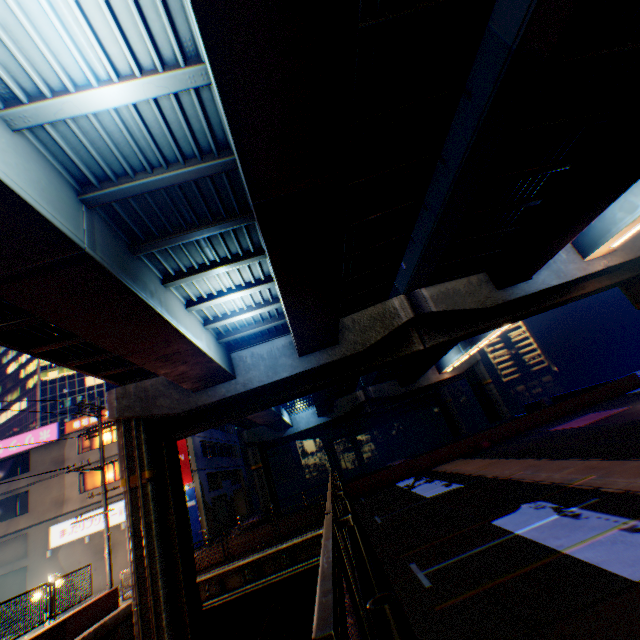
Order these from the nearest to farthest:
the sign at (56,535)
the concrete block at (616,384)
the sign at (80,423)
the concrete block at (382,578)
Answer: the concrete block at (382,578)
the concrete block at (616,384)
the sign at (56,535)
the sign at (80,423)

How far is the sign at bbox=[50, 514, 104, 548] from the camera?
23.52m

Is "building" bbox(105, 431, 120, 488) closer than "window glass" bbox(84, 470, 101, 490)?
Yes

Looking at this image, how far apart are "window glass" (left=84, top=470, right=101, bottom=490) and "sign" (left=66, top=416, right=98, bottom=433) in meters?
3.1

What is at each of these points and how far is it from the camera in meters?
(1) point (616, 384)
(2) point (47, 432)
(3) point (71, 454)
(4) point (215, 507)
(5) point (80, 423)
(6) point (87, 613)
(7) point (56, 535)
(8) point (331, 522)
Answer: (1) concrete block, 22.4
(2) sign, 26.6
(3) building, 26.1
(4) building, 32.4
(5) sign, 26.9
(6) concrete block, 12.1
(7) sign, 23.6
(8) metal fence, 2.6

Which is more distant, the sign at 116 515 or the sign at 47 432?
the sign at 47 432

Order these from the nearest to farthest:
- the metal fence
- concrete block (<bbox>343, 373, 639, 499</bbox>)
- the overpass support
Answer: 1. the metal fence
2. the overpass support
3. concrete block (<bbox>343, 373, 639, 499</bbox>)
